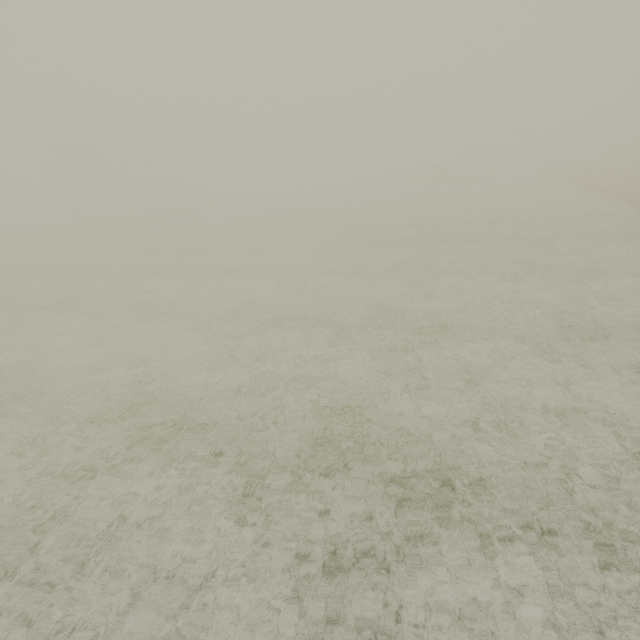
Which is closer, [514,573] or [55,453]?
[514,573]
